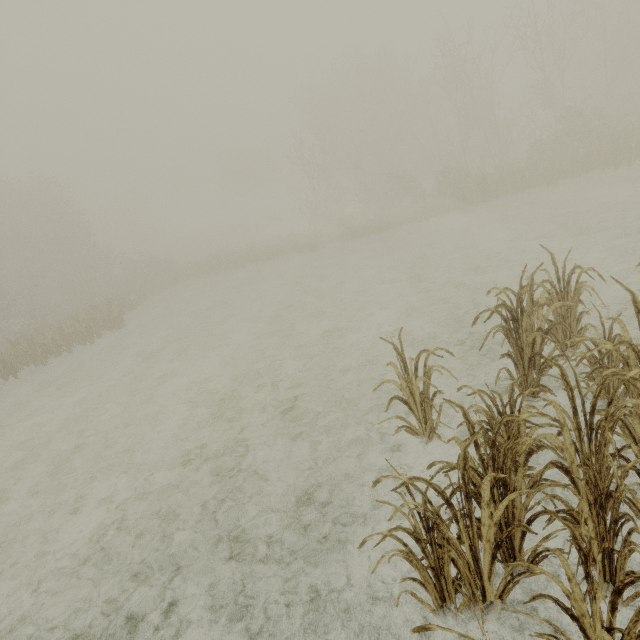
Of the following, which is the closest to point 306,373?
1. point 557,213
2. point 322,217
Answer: point 557,213
